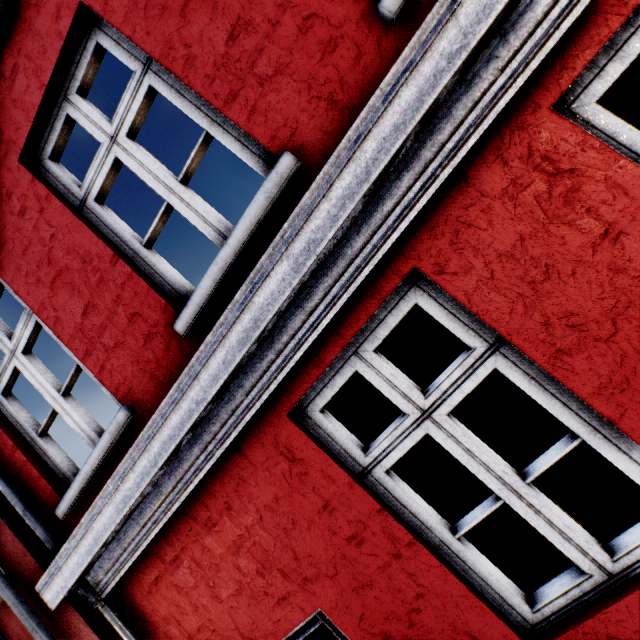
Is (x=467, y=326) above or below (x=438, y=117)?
below
